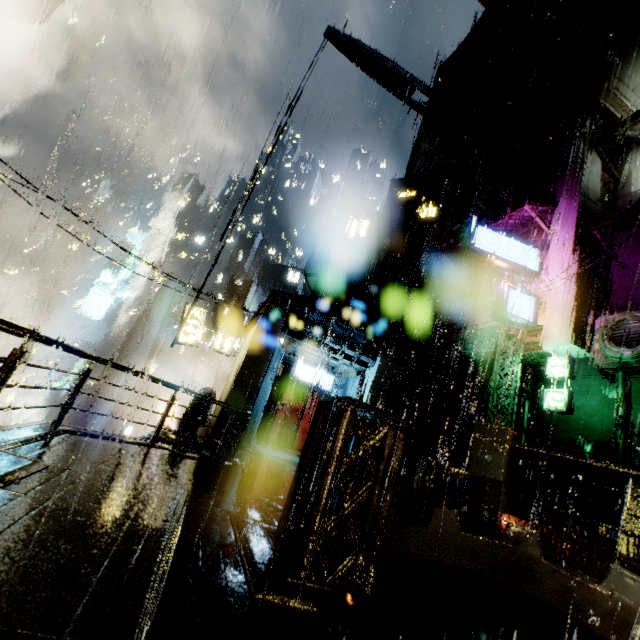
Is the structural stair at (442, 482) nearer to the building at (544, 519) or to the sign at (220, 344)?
the building at (544, 519)

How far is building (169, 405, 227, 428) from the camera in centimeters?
1379cm

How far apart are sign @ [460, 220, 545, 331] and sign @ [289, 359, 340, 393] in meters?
9.4

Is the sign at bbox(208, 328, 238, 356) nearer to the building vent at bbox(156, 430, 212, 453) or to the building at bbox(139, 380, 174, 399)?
the building at bbox(139, 380, 174, 399)

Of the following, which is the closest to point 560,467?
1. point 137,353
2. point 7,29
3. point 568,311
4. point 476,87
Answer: point 568,311

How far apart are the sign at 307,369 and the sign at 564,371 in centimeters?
1019cm

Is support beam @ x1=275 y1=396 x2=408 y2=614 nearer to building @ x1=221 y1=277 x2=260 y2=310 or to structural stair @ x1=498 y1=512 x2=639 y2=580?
building @ x1=221 y1=277 x2=260 y2=310

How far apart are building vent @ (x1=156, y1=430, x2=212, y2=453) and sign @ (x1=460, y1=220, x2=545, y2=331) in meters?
14.6 m
